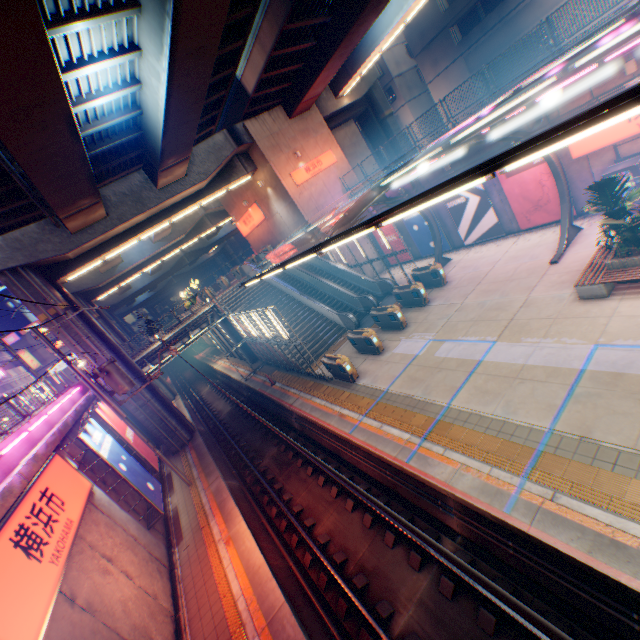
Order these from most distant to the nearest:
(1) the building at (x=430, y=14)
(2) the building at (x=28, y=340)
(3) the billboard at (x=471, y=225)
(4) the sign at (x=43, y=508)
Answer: (2) the building at (x=28, y=340) → (1) the building at (x=430, y=14) → (3) the billboard at (x=471, y=225) → (4) the sign at (x=43, y=508)

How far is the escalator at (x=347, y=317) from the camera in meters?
20.2 m

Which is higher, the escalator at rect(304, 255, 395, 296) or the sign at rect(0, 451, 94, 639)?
the sign at rect(0, 451, 94, 639)

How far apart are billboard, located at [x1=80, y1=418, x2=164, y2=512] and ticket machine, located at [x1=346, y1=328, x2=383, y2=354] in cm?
1093

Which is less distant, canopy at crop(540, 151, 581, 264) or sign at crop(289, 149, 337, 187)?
canopy at crop(540, 151, 581, 264)

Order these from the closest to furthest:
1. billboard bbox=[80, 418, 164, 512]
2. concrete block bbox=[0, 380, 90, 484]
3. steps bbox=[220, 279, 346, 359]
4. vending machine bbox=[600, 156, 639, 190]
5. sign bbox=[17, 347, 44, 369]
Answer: concrete block bbox=[0, 380, 90, 484], billboard bbox=[80, 418, 164, 512], vending machine bbox=[600, 156, 639, 190], steps bbox=[220, 279, 346, 359], sign bbox=[17, 347, 44, 369]

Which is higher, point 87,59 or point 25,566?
point 87,59

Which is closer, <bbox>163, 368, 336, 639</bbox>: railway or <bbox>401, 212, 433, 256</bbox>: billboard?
<bbox>163, 368, 336, 639</bbox>: railway
